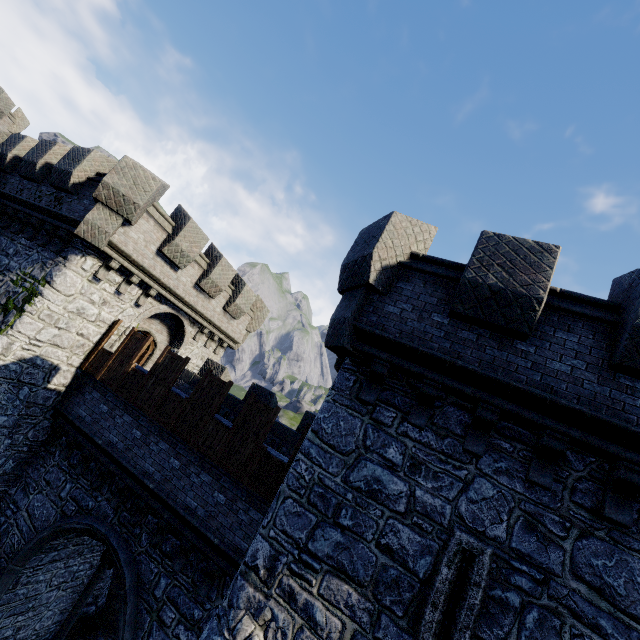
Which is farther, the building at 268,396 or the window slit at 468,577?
the building at 268,396

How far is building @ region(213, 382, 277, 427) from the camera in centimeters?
1093cm

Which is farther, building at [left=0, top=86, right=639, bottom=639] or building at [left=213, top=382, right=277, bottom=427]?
building at [left=213, top=382, right=277, bottom=427]

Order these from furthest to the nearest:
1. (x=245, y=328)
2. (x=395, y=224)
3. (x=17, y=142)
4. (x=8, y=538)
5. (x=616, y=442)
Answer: (x=245, y=328), (x=17, y=142), (x=8, y=538), (x=395, y=224), (x=616, y=442)

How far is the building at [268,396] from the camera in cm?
1093

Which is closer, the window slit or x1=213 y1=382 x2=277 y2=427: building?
the window slit
